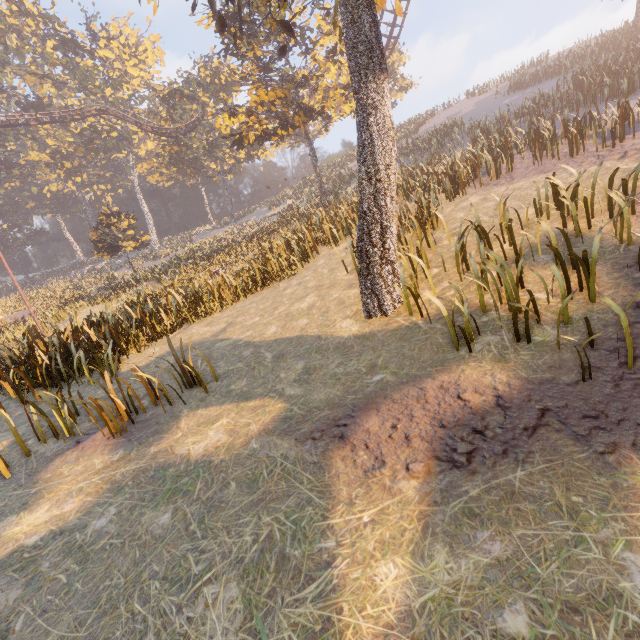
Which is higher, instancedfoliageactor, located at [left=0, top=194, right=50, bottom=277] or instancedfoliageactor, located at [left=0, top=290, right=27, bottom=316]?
instancedfoliageactor, located at [left=0, top=194, right=50, bottom=277]

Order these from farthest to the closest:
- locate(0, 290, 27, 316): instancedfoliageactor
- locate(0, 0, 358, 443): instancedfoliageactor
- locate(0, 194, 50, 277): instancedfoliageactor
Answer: locate(0, 194, 50, 277): instancedfoliageactor → locate(0, 290, 27, 316): instancedfoliageactor → locate(0, 0, 358, 443): instancedfoliageactor

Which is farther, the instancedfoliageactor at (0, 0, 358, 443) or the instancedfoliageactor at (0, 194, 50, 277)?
the instancedfoliageactor at (0, 194, 50, 277)

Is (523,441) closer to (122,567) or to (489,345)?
(489,345)

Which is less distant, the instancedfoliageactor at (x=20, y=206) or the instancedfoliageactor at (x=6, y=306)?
the instancedfoliageactor at (x=6, y=306)
